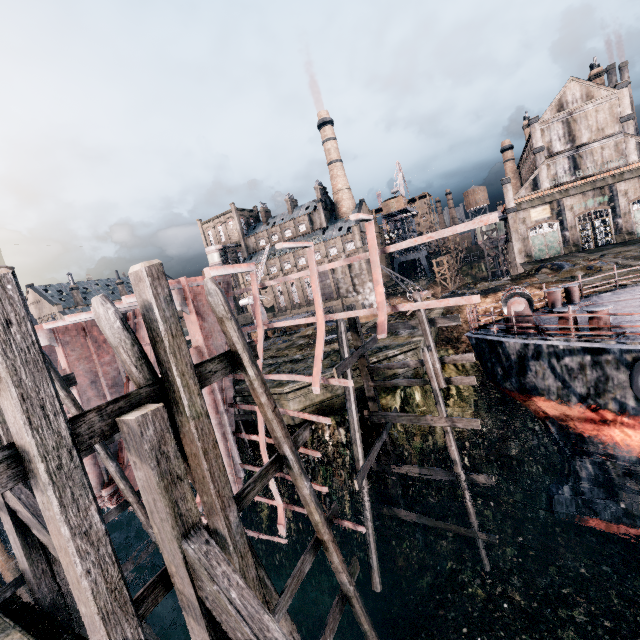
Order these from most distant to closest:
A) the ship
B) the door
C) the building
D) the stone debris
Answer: the door, the building, the stone debris, the ship

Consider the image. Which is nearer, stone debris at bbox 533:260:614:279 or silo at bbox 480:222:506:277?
stone debris at bbox 533:260:614:279

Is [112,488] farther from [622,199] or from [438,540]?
[622,199]

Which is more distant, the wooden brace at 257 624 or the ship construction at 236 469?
the ship construction at 236 469

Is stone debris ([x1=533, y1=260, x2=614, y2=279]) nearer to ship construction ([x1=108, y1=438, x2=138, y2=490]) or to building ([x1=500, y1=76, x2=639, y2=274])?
building ([x1=500, y1=76, x2=639, y2=274])

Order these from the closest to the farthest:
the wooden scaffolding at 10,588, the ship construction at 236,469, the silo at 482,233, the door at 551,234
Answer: the wooden scaffolding at 10,588 → the ship construction at 236,469 → the door at 551,234 → the silo at 482,233

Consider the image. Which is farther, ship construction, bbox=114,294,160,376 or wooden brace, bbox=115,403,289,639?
ship construction, bbox=114,294,160,376

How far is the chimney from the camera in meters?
44.8 m
